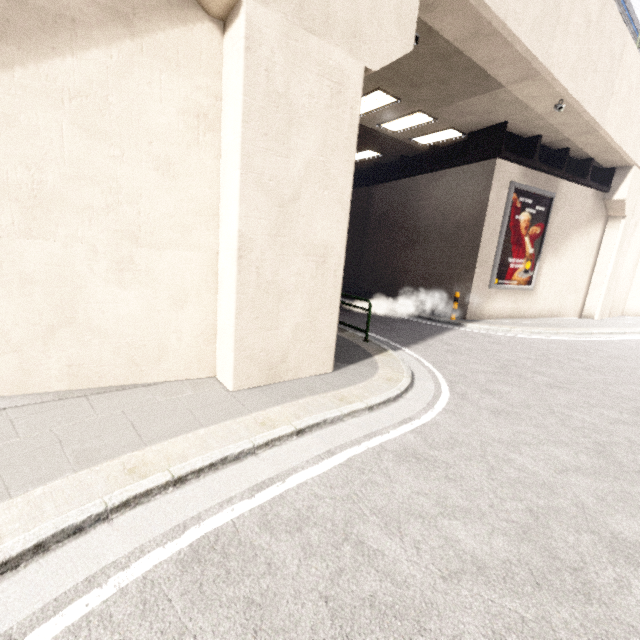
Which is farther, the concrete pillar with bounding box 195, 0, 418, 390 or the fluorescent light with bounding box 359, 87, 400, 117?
the fluorescent light with bounding box 359, 87, 400, 117

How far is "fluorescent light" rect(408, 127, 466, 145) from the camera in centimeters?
1207cm

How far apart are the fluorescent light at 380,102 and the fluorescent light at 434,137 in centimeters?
289cm

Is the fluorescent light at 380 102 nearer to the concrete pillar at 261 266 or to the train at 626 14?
the train at 626 14

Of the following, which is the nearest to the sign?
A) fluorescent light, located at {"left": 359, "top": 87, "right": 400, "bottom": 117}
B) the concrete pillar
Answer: fluorescent light, located at {"left": 359, "top": 87, "right": 400, "bottom": 117}

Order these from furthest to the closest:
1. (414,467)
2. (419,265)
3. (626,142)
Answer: (419,265) → (626,142) → (414,467)

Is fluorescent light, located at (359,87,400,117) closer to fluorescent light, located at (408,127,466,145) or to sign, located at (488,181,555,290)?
fluorescent light, located at (408,127,466,145)

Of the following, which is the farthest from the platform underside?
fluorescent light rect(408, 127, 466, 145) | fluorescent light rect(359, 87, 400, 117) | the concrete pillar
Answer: the concrete pillar
